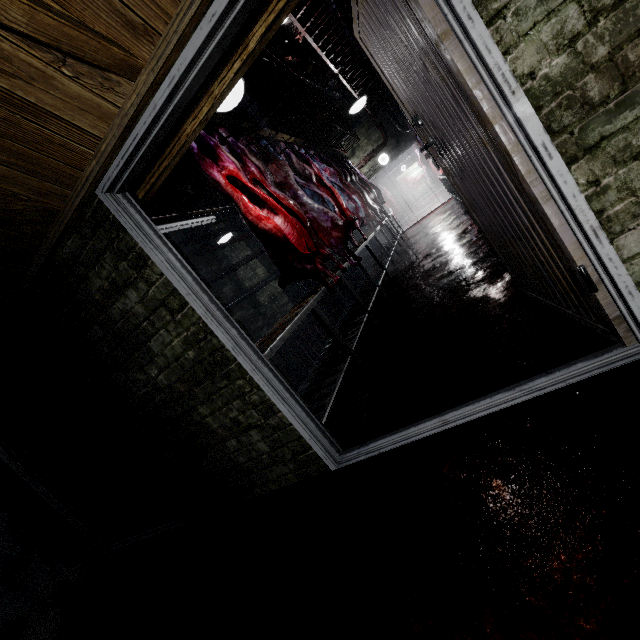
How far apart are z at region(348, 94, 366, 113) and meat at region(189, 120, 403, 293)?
1.3 meters

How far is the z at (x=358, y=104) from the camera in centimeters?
464cm

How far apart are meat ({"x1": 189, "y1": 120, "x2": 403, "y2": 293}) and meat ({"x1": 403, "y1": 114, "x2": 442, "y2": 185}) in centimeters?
902cm

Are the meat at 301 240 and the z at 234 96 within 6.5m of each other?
yes

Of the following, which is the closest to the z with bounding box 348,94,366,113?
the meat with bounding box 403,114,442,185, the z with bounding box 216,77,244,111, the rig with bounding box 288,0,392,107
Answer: the rig with bounding box 288,0,392,107

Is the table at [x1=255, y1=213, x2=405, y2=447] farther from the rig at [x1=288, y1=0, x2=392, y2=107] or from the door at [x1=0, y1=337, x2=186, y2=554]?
the rig at [x1=288, y1=0, x2=392, y2=107]

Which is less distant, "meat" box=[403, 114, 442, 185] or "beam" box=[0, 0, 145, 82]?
"beam" box=[0, 0, 145, 82]

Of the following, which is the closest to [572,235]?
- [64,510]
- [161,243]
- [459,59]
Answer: [459,59]
